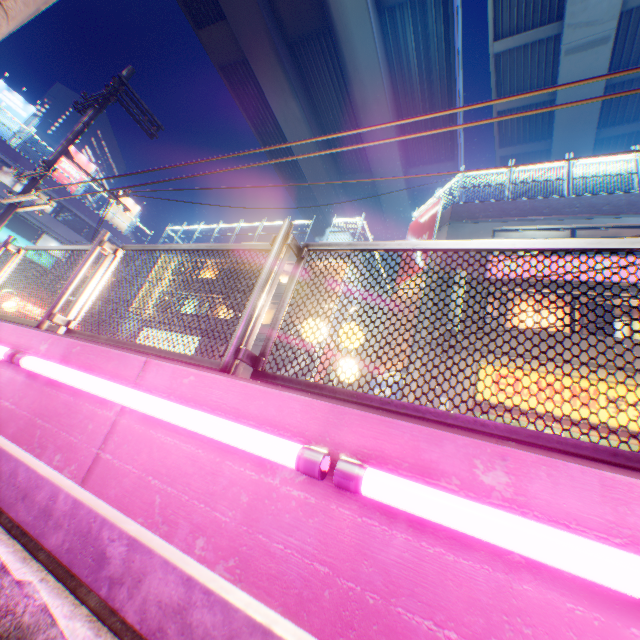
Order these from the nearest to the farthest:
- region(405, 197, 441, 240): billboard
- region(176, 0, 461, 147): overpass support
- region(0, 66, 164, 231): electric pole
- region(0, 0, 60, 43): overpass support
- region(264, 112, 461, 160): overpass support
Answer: region(0, 0, 60, 43): overpass support < region(0, 66, 164, 231): electric pole < region(405, 197, 441, 240): billboard < region(176, 0, 461, 147): overpass support < region(264, 112, 461, 160): overpass support

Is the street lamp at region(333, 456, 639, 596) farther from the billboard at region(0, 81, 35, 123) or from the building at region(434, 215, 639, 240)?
the billboard at region(0, 81, 35, 123)

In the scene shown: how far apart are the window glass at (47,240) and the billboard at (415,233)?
32.31m

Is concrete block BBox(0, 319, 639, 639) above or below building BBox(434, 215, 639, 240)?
below

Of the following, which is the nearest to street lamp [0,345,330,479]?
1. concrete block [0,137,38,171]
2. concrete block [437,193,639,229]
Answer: concrete block [437,193,639,229]

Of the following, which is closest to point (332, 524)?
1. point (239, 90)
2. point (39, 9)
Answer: point (39, 9)

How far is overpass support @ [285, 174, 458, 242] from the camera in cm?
2956

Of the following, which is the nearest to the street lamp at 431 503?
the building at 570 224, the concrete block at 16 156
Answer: the building at 570 224
